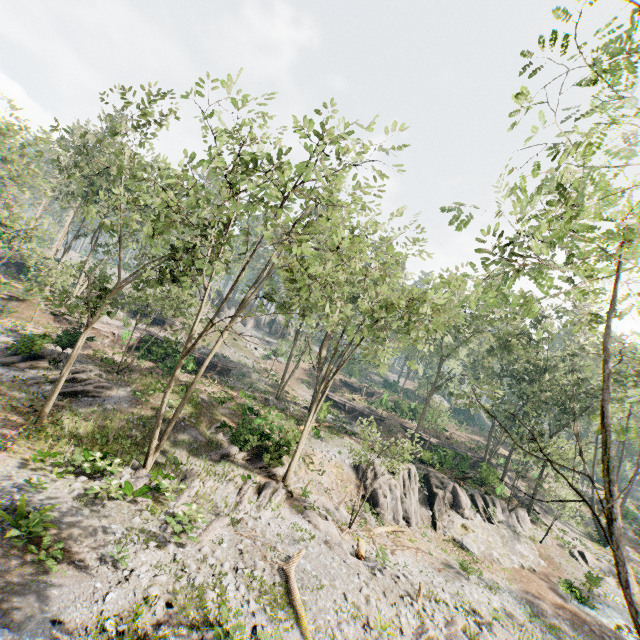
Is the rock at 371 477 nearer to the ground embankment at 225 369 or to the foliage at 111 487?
the foliage at 111 487

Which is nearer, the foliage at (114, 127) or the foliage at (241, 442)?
the foliage at (114, 127)

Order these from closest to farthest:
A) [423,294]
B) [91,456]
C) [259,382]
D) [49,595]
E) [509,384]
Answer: [49,595], [91,456], [423,294], [509,384], [259,382]

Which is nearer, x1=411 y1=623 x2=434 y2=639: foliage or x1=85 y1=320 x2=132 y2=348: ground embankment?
x1=411 y1=623 x2=434 y2=639: foliage

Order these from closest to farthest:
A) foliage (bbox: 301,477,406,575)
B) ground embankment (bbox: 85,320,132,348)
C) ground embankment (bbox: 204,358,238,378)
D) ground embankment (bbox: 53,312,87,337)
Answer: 1. foliage (bbox: 301,477,406,575)
2. ground embankment (bbox: 53,312,87,337)
3. ground embankment (bbox: 85,320,132,348)
4. ground embankment (bbox: 204,358,238,378)

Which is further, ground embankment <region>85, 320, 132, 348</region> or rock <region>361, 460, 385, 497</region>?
ground embankment <region>85, 320, 132, 348</region>

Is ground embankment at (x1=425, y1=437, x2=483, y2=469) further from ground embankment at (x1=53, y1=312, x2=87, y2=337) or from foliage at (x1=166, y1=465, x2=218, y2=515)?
ground embankment at (x1=53, y1=312, x2=87, y2=337)

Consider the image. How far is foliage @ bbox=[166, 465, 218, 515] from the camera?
14.2m
